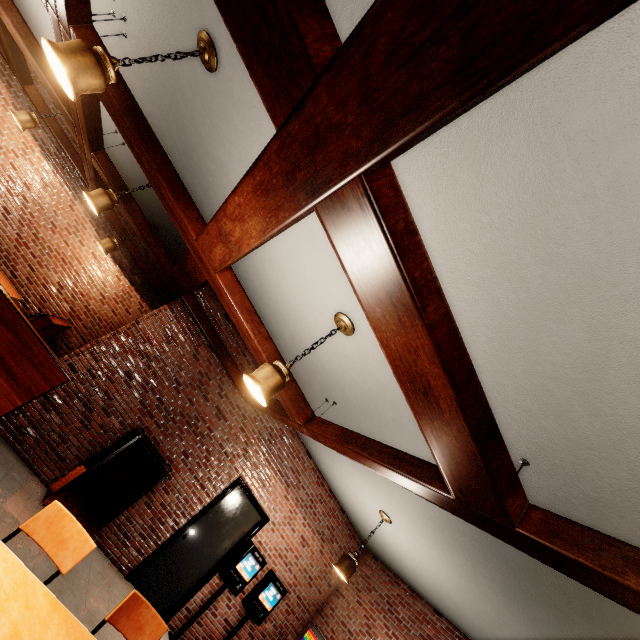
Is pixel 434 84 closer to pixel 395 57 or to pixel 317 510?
pixel 395 57
